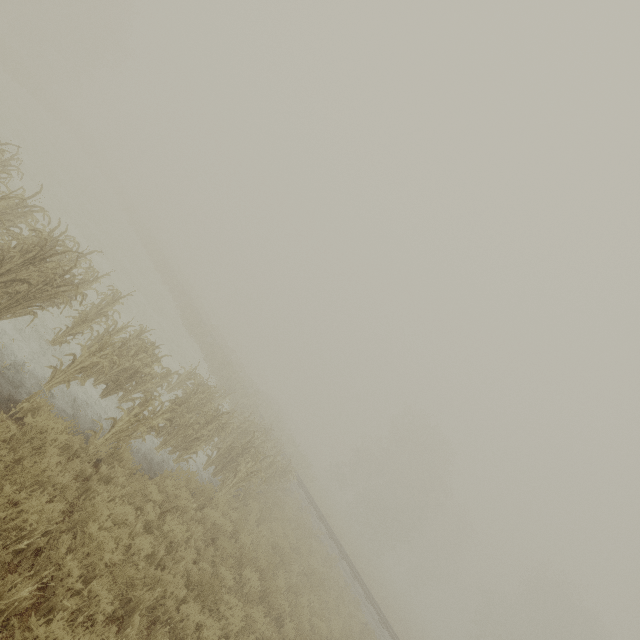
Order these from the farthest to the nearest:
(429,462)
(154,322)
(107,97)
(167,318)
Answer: (107,97) < (429,462) < (167,318) < (154,322)
